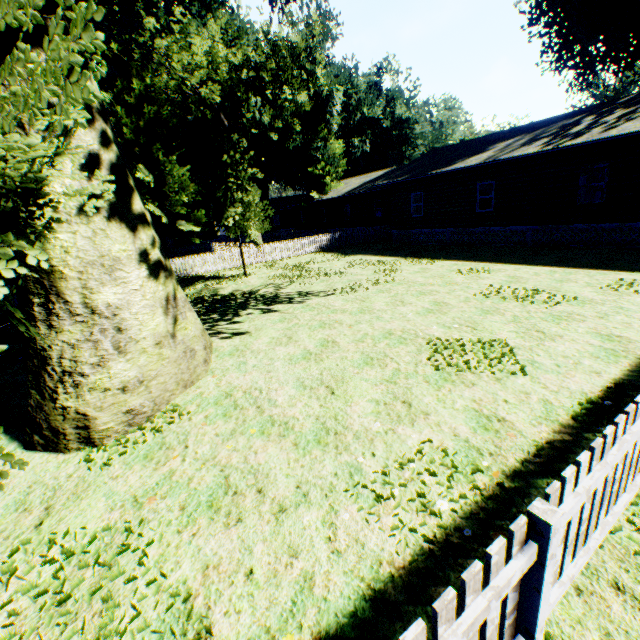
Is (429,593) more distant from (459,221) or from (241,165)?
(459,221)

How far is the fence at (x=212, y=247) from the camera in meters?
20.8

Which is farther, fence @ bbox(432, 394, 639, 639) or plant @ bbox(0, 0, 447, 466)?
plant @ bbox(0, 0, 447, 466)

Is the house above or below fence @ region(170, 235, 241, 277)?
above

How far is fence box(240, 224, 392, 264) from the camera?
23.4 meters

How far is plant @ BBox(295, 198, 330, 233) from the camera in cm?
3888

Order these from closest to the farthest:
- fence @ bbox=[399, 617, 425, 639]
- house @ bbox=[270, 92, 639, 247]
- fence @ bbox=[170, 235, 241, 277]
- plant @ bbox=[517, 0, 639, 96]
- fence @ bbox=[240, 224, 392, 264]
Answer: fence @ bbox=[399, 617, 425, 639] → house @ bbox=[270, 92, 639, 247] → plant @ bbox=[517, 0, 639, 96] → fence @ bbox=[170, 235, 241, 277] → fence @ bbox=[240, 224, 392, 264]

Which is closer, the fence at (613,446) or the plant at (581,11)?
the fence at (613,446)
